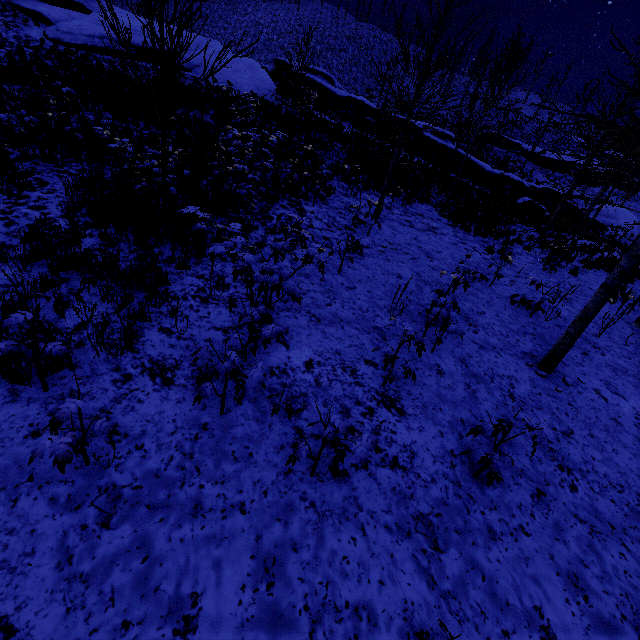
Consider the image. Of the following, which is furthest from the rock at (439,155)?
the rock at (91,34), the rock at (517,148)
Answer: the rock at (517,148)

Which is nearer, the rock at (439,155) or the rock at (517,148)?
the rock at (439,155)

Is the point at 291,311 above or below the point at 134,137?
below

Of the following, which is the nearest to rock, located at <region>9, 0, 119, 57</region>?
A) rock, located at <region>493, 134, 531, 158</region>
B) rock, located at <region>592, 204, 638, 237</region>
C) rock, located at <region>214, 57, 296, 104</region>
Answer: rock, located at <region>214, 57, 296, 104</region>

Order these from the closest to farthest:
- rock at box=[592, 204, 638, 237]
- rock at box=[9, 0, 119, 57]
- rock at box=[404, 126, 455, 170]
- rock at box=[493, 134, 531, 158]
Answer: rock at box=[9, 0, 119, 57] < rock at box=[404, 126, 455, 170] < rock at box=[592, 204, 638, 237] < rock at box=[493, 134, 531, 158]

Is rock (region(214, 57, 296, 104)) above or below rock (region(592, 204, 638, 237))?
above

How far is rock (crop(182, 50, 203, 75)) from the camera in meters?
22.1

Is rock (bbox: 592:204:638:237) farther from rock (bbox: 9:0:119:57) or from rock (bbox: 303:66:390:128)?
rock (bbox: 9:0:119:57)
